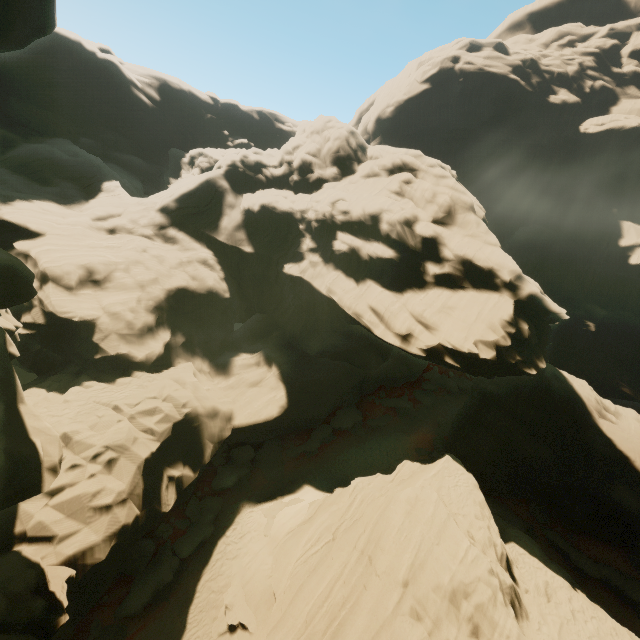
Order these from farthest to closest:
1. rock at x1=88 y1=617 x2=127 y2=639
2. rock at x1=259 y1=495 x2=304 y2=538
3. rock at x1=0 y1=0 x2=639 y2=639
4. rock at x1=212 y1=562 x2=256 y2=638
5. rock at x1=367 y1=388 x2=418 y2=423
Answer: rock at x1=367 y1=388 x2=418 y2=423
rock at x1=259 y1=495 x2=304 y2=538
rock at x1=212 y1=562 x2=256 y2=638
rock at x1=88 y1=617 x2=127 y2=639
rock at x1=0 y1=0 x2=639 y2=639

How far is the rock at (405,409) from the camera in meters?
37.0 m

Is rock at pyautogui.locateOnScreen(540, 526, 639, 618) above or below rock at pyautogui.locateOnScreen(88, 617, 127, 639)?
above

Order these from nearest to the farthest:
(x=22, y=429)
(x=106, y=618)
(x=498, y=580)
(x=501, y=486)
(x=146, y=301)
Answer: (x=22, y=429) < (x=498, y=580) < (x=106, y=618) < (x=146, y=301) < (x=501, y=486)

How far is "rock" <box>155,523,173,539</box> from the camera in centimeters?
1798cm

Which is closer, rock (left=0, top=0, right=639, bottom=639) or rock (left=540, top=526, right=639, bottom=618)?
rock (left=0, top=0, right=639, bottom=639)
